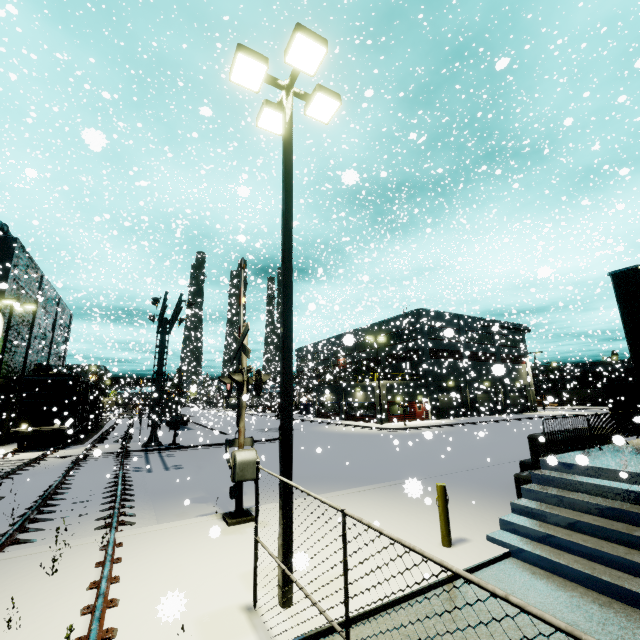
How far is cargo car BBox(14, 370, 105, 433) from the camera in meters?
21.7 m

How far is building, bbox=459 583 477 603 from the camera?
5.0 meters

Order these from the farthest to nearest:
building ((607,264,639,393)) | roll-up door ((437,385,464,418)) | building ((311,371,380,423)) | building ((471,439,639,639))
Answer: building ((311,371,380,423)) → roll-up door ((437,385,464,418)) → building ((607,264,639,393)) → building ((471,439,639,639))

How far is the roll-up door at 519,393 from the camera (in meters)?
49.54

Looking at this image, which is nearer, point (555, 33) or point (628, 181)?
point (555, 33)

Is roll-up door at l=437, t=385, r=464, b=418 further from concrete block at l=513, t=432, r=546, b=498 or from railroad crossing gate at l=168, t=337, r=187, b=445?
railroad crossing gate at l=168, t=337, r=187, b=445

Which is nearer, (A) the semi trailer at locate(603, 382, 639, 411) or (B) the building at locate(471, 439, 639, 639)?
(B) the building at locate(471, 439, 639, 639)

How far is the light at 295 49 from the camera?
5.5 meters
